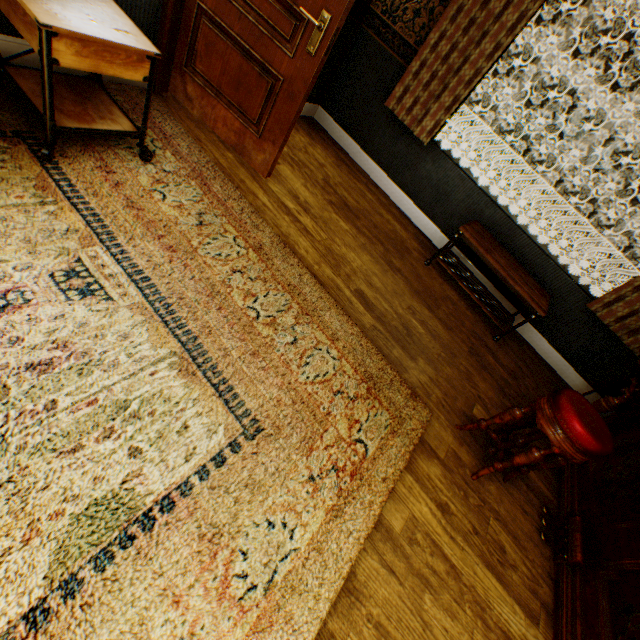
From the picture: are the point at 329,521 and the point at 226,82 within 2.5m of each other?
no

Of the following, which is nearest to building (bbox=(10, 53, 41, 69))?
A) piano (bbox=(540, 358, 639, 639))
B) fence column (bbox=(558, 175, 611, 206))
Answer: piano (bbox=(540, 358, 639, 639))

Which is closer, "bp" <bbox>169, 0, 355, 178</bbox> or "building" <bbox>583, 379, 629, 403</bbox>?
"bp" <bbox>169, 0, 355, 178</bbox>

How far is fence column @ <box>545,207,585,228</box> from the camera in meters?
13.9

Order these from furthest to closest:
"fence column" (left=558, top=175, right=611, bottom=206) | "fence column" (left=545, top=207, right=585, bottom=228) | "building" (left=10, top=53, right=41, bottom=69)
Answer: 1. "fence column" (left=545, top=207, right=585, bottom=228)
2. "fence column" (left=558, top=175, right=611, bottom=206)
3. "building" (left=10, top=53, right=41, bottom=69)

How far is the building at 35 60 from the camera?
2.0 meters

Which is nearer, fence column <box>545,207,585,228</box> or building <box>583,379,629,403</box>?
building <box>583,379,629,403</box>

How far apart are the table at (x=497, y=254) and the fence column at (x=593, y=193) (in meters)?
14.10
